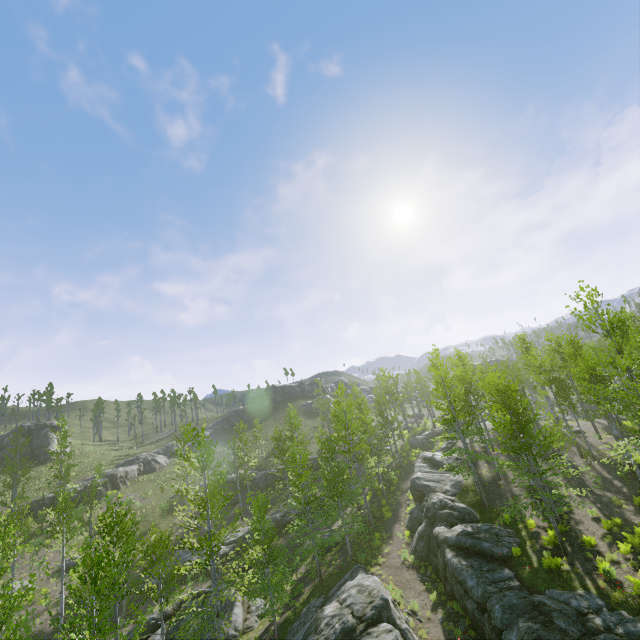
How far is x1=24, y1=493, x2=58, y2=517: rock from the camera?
37.8 meters

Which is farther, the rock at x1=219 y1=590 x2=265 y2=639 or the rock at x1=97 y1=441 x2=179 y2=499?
the rock at x1=97 y1=441 x2=179 y2=499

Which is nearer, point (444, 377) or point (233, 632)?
point (233, 632)

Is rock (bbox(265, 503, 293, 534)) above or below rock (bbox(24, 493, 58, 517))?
below

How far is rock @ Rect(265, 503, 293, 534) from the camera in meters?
33.9 m

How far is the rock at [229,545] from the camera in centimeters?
3005cm

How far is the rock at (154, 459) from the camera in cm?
4378
